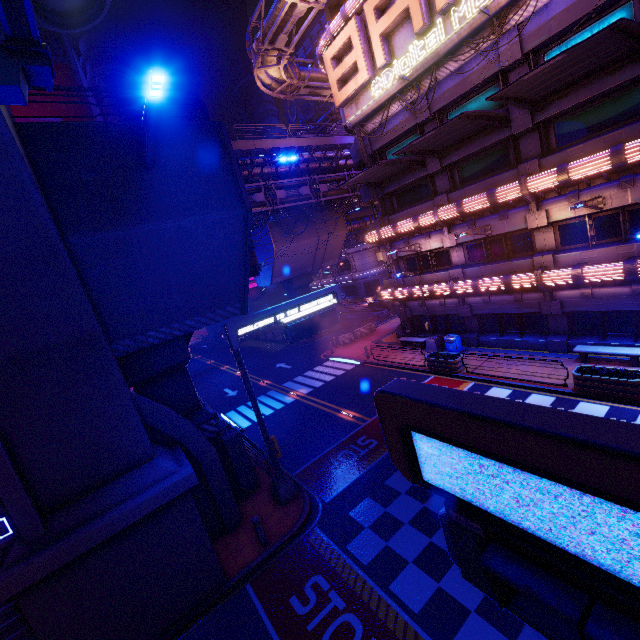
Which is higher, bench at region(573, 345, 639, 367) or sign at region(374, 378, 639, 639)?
sign at region(374, 378, 639, 639)

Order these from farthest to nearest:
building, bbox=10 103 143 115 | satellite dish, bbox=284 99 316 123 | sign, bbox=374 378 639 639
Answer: satellite dish, bbox=284 99 316 123 → building, bbox=10 103 143 115 → sign, bbox=374 378 639 639

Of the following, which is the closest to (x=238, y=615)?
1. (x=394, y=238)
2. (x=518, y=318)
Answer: (x=518, y=318)

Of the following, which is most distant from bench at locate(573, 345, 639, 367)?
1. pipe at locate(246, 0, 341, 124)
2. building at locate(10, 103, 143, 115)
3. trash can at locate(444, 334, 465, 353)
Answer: building at locate(10, 103, 143, 115)

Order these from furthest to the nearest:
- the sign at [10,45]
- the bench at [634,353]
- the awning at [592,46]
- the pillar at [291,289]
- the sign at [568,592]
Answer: the pillar at [291,289], the bench at [634,353], the awning at [592,46], the sign at [10,45], the sign at [568,592]

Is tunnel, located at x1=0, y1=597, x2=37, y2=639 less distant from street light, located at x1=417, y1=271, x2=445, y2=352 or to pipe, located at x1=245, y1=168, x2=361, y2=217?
pipe, located at x1=245, y1=168, x2=361, y2=217

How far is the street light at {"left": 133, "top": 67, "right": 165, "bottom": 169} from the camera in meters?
6.1 m

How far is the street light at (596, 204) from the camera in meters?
12.6 m
